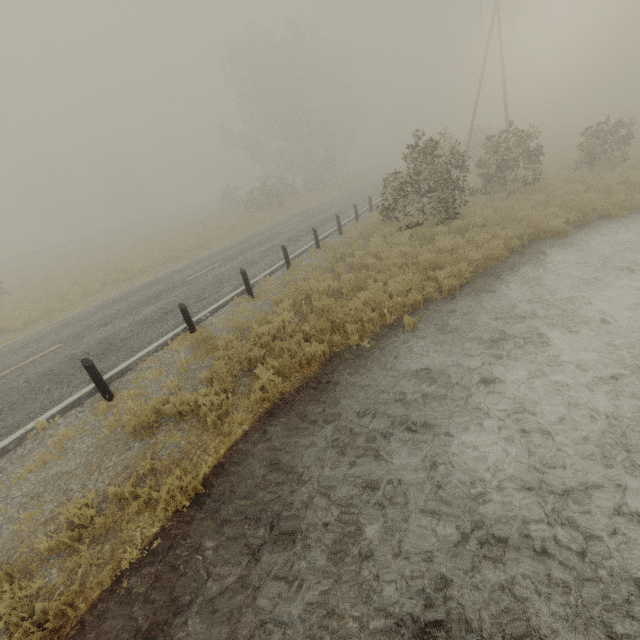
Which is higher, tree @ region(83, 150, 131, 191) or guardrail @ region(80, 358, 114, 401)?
tree @ region(83, 150, 131, 191)

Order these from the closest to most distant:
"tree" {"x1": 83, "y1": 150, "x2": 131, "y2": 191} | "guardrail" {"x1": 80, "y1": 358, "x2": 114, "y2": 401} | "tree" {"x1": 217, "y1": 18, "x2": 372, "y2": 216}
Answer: "guardrail" {"x1": 80, "y1": 358, "x2": 114, "y2": 401} < "tree" {"x1": 217, "y1": 18, "x2": 372, "y2": 216} < "tree" {"x1": 83, "y1": 150, "x2": 131, "y2": 191}

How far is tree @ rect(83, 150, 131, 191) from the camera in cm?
5606

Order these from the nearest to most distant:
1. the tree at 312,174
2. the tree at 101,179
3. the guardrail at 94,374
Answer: the guardrail at 94,374 → the tree at 312,174 → the tree at 101,179

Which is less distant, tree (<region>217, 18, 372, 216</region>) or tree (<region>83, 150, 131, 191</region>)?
tree (<region>217, 18, 372, 216</region>)

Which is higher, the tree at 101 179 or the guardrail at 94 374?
the tree at 101 179

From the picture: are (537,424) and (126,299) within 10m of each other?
no

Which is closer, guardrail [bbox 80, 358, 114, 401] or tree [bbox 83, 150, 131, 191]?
guardrail [bbox 80, 358, 114, 401]
